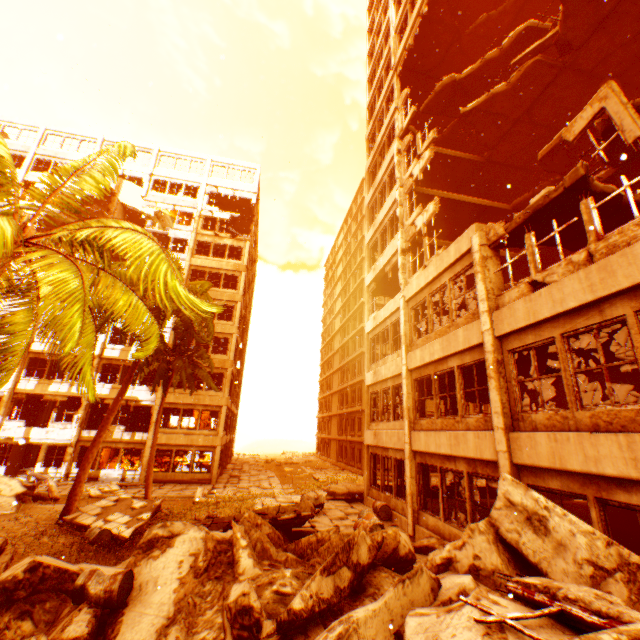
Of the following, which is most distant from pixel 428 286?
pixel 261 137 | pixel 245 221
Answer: pixel 245 221

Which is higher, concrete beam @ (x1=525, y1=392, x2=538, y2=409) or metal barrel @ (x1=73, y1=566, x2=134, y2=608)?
concrete beam @ (x1=525, y1=392, x2=538, y2=409)

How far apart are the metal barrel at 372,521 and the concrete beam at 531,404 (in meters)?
11.45

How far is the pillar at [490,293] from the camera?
7.55m

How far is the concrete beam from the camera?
18.51m

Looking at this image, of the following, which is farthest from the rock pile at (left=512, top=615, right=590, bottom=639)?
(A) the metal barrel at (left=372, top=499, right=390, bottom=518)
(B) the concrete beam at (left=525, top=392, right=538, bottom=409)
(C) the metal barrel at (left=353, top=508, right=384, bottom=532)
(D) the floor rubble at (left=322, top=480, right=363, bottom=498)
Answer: (B) the concrete beam at (left=525, top=392, right=538, bottom=409)

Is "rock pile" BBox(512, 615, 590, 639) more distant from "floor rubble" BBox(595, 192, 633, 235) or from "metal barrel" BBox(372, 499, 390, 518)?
"floor rubble" BBox(595, 192, 633, 235)

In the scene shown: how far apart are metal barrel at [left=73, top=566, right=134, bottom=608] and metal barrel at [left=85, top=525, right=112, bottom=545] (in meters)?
6.15
